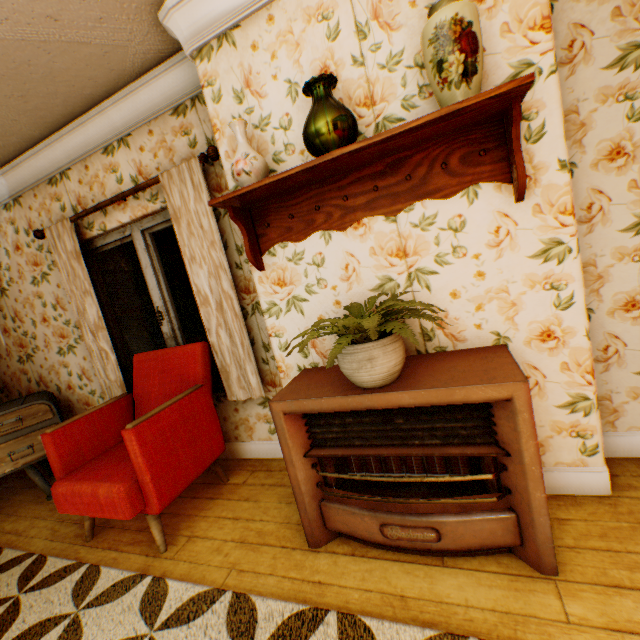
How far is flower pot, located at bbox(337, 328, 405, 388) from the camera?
1.5m

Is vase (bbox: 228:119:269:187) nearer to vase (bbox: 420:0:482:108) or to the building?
the building

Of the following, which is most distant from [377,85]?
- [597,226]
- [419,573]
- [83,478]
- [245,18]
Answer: [83,478]

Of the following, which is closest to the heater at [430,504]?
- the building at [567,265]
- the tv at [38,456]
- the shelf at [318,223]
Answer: the building at [567,265]

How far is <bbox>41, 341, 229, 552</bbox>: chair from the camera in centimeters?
199cm

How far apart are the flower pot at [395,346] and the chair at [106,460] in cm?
131

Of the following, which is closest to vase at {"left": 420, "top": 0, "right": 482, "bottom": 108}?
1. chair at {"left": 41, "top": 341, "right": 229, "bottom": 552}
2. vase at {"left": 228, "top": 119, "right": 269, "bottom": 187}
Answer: vase at {"left": 228, "top": 119, "right": 269, "bottom": 187}

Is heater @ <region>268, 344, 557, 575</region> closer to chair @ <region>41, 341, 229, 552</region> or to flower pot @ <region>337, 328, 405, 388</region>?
flower pot @ <region>337, 328, 405, 388</region>
